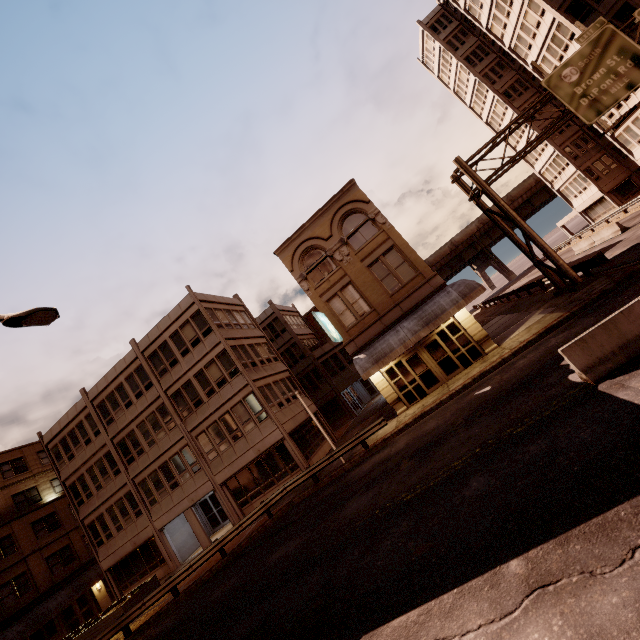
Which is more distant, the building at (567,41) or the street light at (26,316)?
the building at (567,41)

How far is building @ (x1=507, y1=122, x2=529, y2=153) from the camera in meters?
43.6 m

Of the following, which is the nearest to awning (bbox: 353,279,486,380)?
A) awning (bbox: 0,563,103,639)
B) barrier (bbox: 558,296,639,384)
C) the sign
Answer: the sign

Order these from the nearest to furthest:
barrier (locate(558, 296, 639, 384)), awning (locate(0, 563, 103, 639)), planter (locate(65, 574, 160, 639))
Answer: barrier (locate(558, 296, 639, 384))
planter (locate(65, 574, 160, 639))
awning (locate(0, 563, 103, 639))

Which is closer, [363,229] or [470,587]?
[470,587]

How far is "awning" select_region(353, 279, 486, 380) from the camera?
17.2 meters

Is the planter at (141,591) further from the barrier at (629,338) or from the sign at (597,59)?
the sign at (597,59)

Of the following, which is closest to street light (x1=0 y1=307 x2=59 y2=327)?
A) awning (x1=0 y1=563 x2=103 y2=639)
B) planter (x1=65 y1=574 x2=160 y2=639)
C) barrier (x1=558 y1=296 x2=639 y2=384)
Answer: barrier (x1=558 y1=296 x2=639 y2=384)
